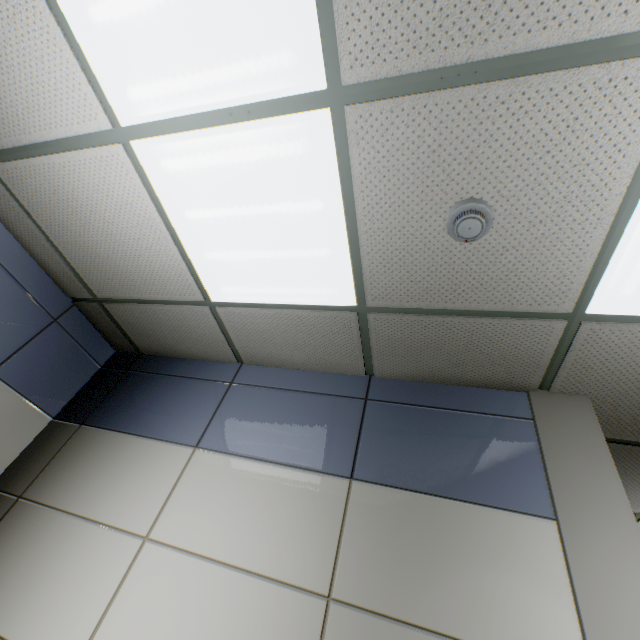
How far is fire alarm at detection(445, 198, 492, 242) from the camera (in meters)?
1.21

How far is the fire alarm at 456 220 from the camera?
1.2m

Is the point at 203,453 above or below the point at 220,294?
below
